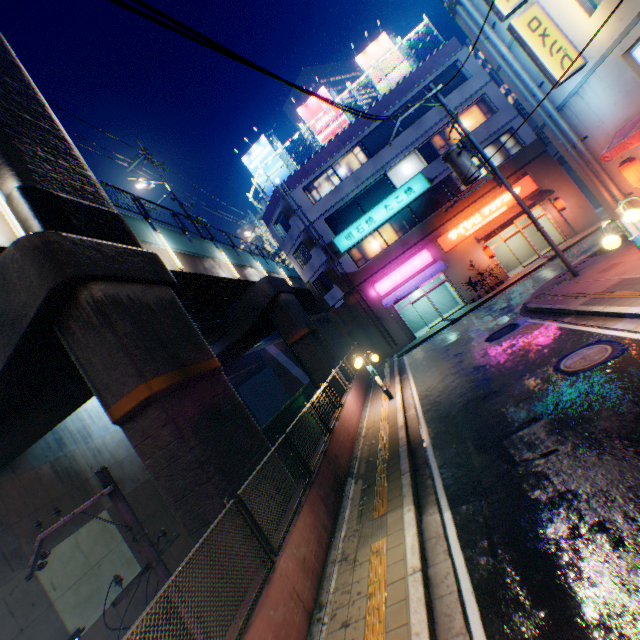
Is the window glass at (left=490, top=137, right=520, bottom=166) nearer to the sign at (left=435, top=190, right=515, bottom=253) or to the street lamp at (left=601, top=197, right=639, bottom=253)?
the sign at (left=435, top=190, right=515, bottom=253)

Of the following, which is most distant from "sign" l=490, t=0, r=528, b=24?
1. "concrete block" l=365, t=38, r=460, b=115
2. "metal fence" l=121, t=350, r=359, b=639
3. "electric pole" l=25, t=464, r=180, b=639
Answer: "electric pole" l=25, t=464, r=180, b=639

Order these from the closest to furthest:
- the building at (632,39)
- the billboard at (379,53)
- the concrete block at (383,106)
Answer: the building at (632,39) < the concrete block at (383,106) < the billboard at (379,53)

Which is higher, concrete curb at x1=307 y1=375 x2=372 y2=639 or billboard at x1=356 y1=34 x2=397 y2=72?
billboard at x1=356 y1=34 x2=397 y2=72

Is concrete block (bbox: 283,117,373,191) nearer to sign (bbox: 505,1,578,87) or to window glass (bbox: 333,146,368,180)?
window glass (bbox: 333,146,368,180)

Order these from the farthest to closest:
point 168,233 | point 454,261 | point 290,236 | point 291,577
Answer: point 290,236 < point 454,261 < point 168,233 < point 291,577

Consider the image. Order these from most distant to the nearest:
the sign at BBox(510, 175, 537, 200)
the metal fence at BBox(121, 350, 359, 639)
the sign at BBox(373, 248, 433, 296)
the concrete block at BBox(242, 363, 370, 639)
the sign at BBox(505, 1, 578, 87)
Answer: the sign at BBox(373, 248, 433, 296), the sign at BBox(510, 175, 537, 200), the sign at BBox(505, 1, 578, 87), the concrete block at BBox(242, 363, 370, 639), the metal fence at BBox(121, 350, 359, 639)

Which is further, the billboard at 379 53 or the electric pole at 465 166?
the billboard at 379 53
